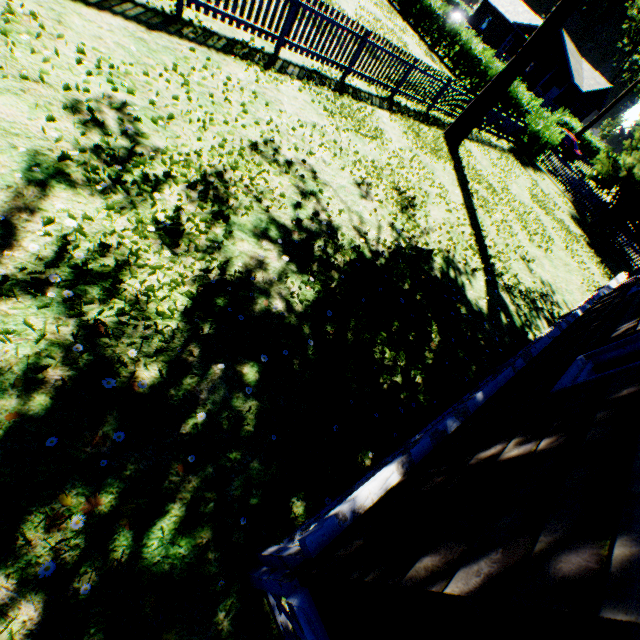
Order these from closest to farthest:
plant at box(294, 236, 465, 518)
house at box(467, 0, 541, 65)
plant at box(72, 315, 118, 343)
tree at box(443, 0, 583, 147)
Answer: plant at box(72, 315, 118, 343)
plant at box(294, 236, 465, 518)
tree at box(443, 0, 583, 147)
house at box(467, 0, 541, 65)

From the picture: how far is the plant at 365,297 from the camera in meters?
3.5 m

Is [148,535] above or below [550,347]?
below

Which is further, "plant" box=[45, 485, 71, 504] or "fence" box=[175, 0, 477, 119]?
"fence" box=[175, 0, 477, 119]

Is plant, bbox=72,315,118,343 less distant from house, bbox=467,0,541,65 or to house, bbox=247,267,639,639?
house, bbox=247,267,639,639

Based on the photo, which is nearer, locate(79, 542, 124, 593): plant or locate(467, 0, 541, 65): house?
locate(79, 542, 124, 593): plant

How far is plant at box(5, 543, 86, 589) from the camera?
2.0 meters

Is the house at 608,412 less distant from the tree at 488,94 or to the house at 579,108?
the tree at 488,94
